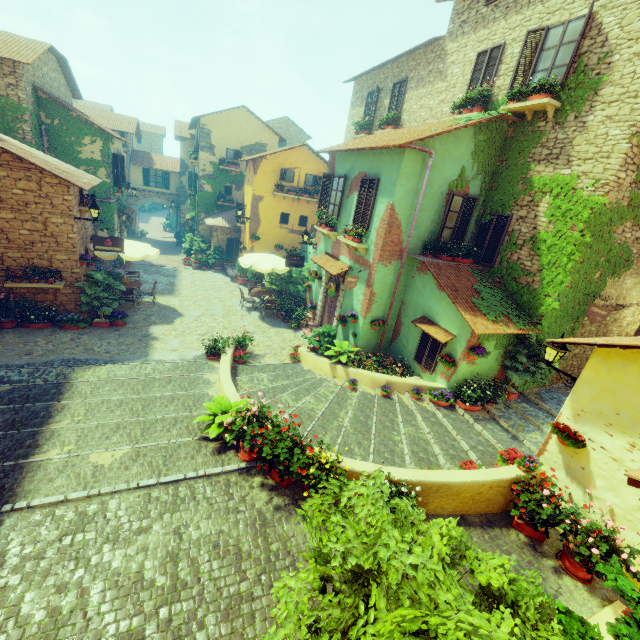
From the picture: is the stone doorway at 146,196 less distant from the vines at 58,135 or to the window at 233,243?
the vines at 58,135

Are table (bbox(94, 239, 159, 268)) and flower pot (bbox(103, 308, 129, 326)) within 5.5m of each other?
yes

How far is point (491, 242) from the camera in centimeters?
1054cm

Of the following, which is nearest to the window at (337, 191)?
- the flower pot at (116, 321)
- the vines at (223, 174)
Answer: the vines at (223, 174)

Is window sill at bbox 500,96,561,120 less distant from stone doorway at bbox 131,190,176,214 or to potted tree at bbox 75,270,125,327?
potted tree at bbox 75,270,125,327

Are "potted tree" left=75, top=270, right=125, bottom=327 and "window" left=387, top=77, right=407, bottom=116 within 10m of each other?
no

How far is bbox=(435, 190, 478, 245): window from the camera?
10.3m

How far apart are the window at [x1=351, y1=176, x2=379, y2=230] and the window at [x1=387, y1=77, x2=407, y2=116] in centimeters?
642cm
